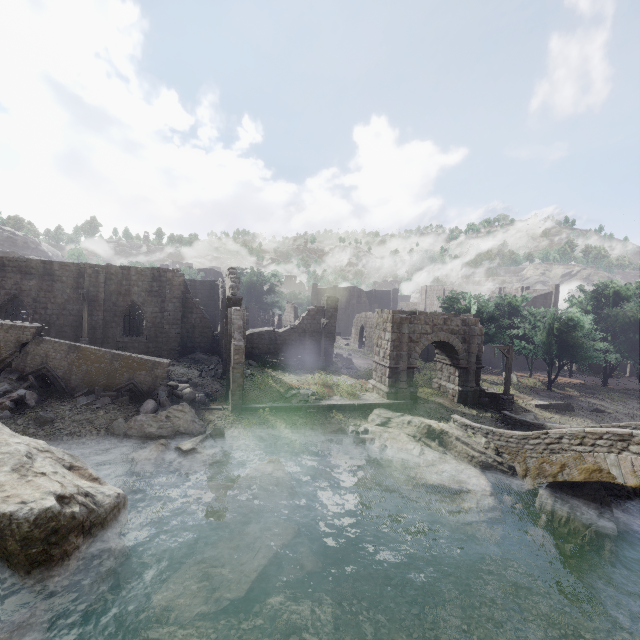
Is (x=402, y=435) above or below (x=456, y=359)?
below

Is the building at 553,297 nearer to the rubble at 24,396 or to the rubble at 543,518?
the rubble at 24,396

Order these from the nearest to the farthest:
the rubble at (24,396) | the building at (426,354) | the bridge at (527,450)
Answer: the bridge at (527,450), the rubble at (24,396), the building at (426,354)

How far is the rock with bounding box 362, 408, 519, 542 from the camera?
12.85m

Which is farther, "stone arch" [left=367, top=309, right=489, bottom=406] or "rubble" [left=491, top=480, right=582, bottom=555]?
"stone arch" [left=367, top=309, right=489, bottom=406]

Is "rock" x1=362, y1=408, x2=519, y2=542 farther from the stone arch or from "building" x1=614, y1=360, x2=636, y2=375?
"building" x1=614, y1=360, x2=636, y2=375

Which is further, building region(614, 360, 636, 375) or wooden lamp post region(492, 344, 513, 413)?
building region(614, 360, 636, 375)

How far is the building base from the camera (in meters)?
18.55
